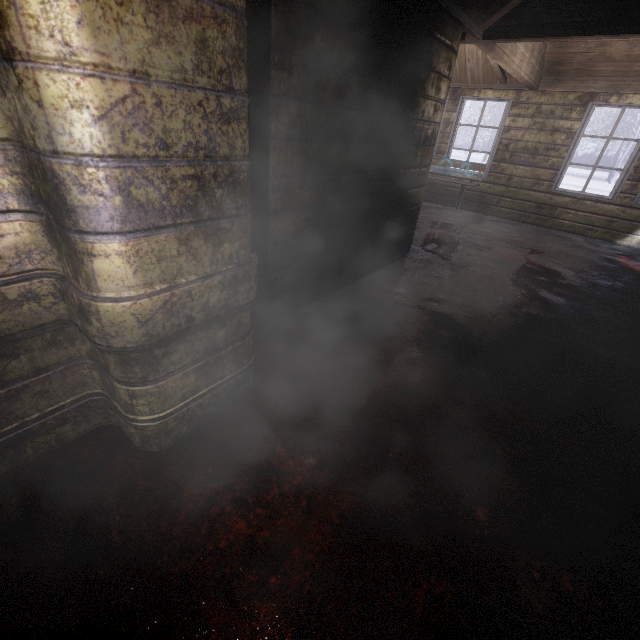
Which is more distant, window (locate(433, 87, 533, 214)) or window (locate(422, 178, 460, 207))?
window (locate(422, 178, 460, 207))

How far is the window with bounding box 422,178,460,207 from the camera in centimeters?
650cm

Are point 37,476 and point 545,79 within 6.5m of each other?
no

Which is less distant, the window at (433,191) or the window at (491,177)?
the window at (491,177)

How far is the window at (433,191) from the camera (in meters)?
6.50
